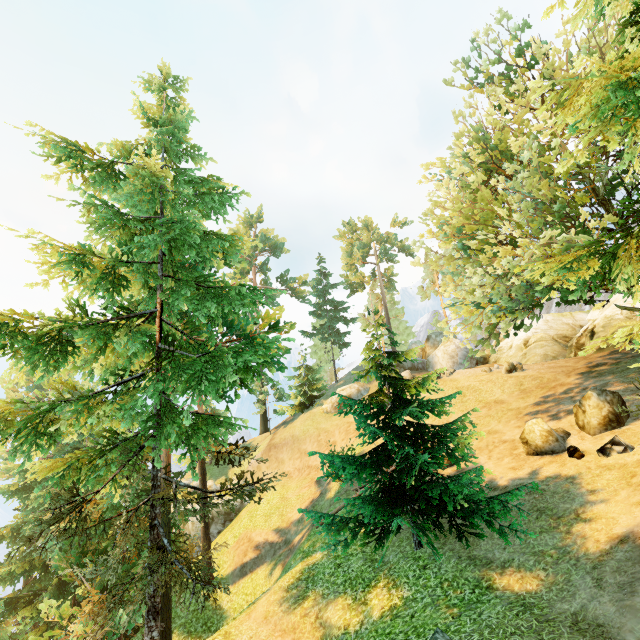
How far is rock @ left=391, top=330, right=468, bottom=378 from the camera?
32.58m

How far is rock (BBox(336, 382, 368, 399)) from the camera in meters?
34.8 m

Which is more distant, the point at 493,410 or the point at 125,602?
the point at 493,410

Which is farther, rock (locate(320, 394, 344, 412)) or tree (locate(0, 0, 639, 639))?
rock (locate(320, 394, 344, 412))

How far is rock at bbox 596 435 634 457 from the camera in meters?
10.9 m

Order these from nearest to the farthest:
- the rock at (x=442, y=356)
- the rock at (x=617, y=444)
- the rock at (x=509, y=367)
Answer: the rock at (x=617, y=444), the rock at (x=509, y=367), the rock at (x=442, y=356)

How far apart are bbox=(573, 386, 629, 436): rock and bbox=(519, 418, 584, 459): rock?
0.4m

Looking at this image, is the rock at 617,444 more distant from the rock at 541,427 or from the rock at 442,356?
the rock at 442,356
